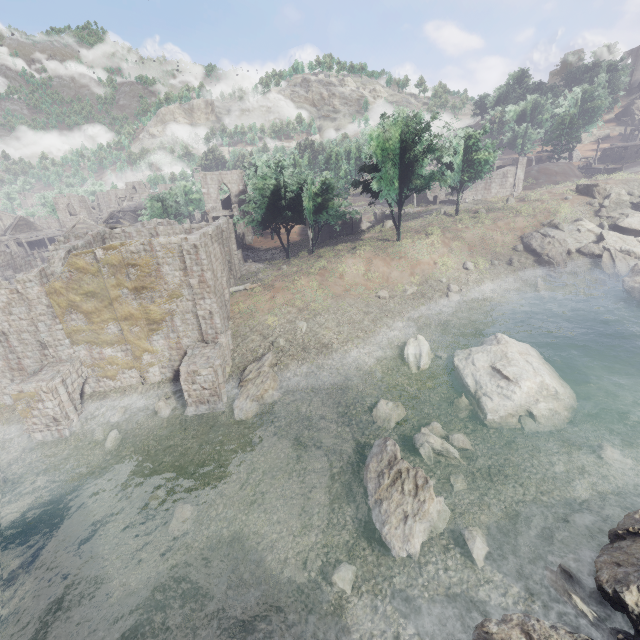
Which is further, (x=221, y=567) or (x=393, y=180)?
(x=393, y=180)

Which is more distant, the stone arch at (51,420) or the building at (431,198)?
the building at (431,198)

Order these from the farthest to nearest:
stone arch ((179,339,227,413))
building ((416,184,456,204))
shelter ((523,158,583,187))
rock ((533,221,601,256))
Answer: shelter ((523,158,583,187))
building ((416,184,456,204))
rock ((533,221,601,256))
stone arch ((179,339,227,413))

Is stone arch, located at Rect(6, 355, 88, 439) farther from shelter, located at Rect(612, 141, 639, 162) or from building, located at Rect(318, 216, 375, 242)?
shelter, located at Rect(612, 141, 639, 162)

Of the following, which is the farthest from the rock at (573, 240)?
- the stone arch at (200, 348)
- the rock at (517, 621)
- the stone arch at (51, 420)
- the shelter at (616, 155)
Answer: the stone arch at (51, 420)

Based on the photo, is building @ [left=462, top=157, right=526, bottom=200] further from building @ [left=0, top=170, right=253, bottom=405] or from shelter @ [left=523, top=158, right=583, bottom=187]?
shelter @ [left=523, top=158, right=583, bottom=187]

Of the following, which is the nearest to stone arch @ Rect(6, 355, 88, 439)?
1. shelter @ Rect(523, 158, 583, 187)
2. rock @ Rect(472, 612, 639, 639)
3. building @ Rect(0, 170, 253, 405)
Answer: building @ Rect(0, 170, 253, 405)

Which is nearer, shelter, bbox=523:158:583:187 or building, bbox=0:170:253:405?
building, bbox=0:170:253:405
